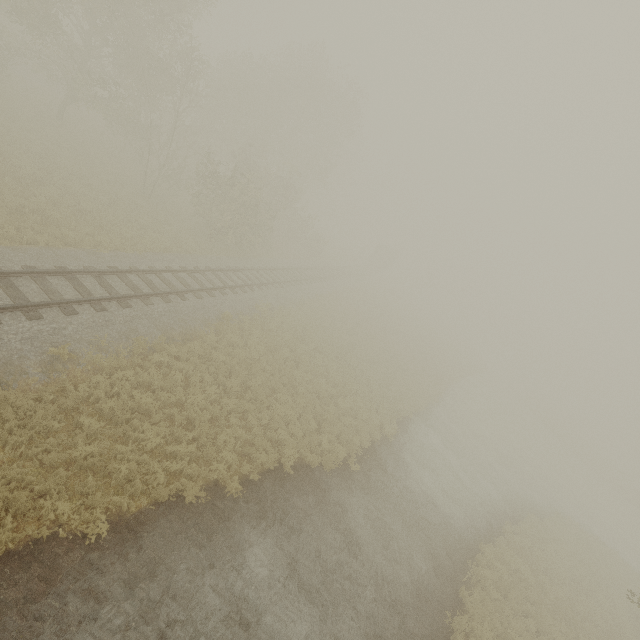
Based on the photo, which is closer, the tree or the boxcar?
the tree

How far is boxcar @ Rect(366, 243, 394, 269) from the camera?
58.34m

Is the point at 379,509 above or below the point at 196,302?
below

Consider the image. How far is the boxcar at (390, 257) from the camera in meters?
58.3

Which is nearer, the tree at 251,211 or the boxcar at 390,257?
the tree at 251,211
